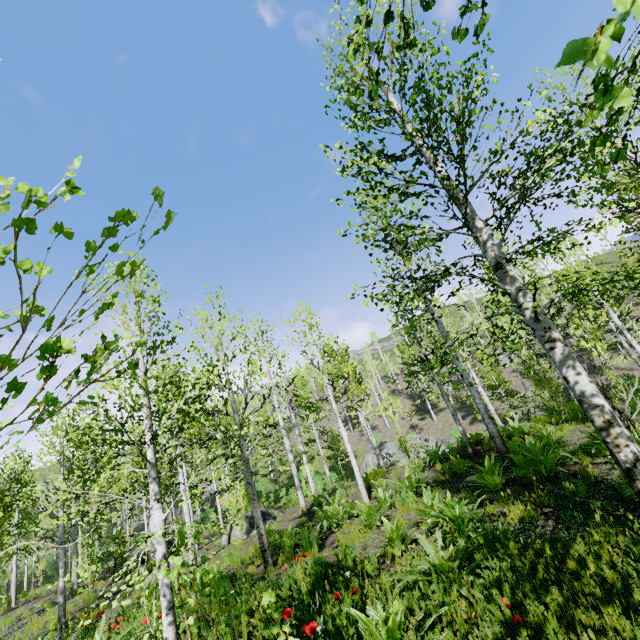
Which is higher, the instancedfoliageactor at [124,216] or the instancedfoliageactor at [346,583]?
the instancedfoliageactor at [124,216]

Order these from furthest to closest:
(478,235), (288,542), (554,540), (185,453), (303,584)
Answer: (185,453) < (288,542) < (303,584) < (478,235) < (554,540)

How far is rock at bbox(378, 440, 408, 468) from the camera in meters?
26.0 m

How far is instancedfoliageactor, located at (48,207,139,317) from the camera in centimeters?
130cm

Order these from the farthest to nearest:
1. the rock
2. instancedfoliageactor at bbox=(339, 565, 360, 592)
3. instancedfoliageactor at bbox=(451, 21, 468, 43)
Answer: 1. the rock
2. instancedfoliageactor at bbox=(339, 565, 360, 592)
3. instancedfoliageactor at bbox=(451, 21, 468, 43)

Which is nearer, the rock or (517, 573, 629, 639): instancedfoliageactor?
(517, 573, 629, 639): instancedfoliageactor

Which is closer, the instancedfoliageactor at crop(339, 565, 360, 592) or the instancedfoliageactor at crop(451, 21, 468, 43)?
the instancedfoliageactor at crop(451, 21, 468, 43)
